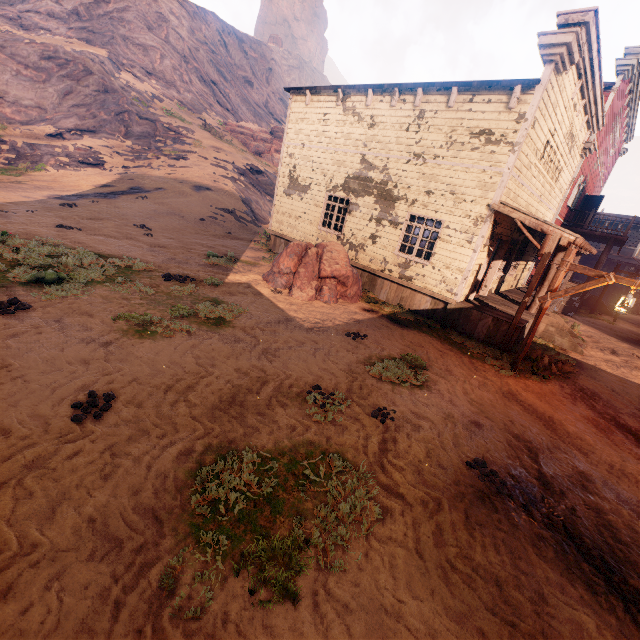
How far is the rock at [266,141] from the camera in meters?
36.4

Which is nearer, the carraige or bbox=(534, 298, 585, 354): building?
bbox=(534, 298, 585, 354): building

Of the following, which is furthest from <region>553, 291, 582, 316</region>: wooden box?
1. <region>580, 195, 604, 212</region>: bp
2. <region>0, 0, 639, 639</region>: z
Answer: <region>580, 195, 604, 212</region>: bp

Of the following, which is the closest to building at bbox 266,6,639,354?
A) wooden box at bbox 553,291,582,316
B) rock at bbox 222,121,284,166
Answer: wooden box at bbox 553,291,582,316

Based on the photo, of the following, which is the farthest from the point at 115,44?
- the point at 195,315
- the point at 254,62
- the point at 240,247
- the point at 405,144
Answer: the point at 195,315

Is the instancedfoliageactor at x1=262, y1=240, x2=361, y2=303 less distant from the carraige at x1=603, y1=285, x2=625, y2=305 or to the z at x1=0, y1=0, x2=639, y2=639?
the z at x1=0, y1=0, x2=639, y2=639

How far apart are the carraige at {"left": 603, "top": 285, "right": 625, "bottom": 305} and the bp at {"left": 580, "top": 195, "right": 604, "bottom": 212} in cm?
816

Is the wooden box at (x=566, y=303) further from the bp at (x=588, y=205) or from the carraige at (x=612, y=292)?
the carraige at (x=612, y=292)
